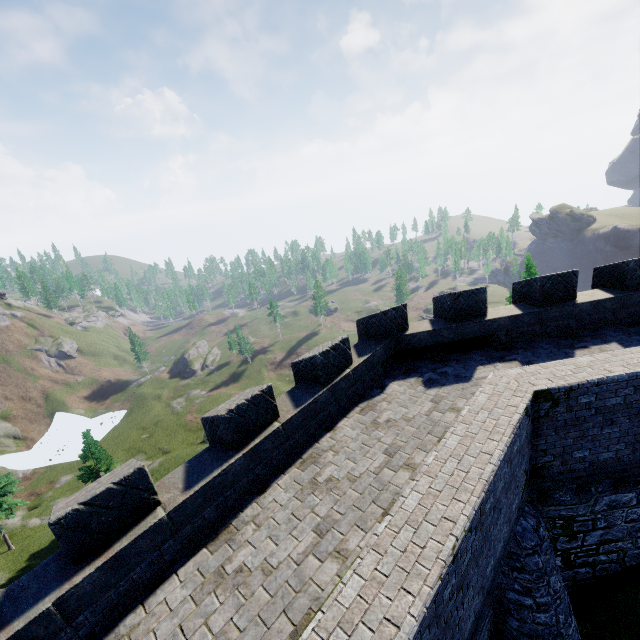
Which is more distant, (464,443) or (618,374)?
(618,374)
